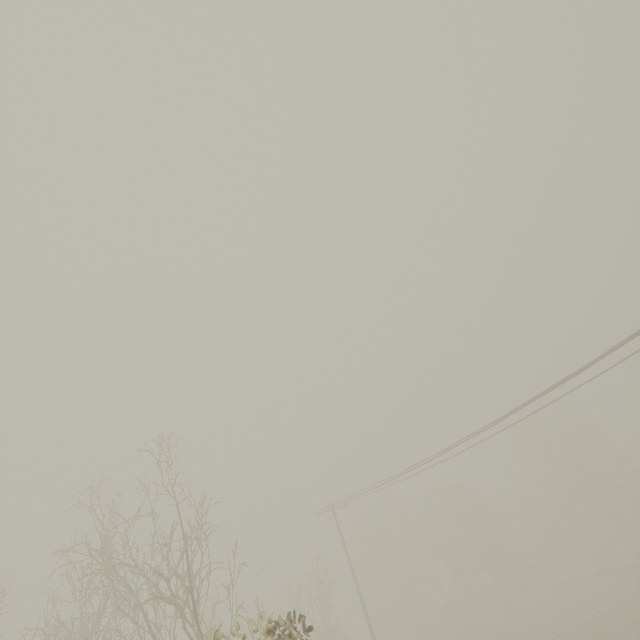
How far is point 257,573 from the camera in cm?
3102
